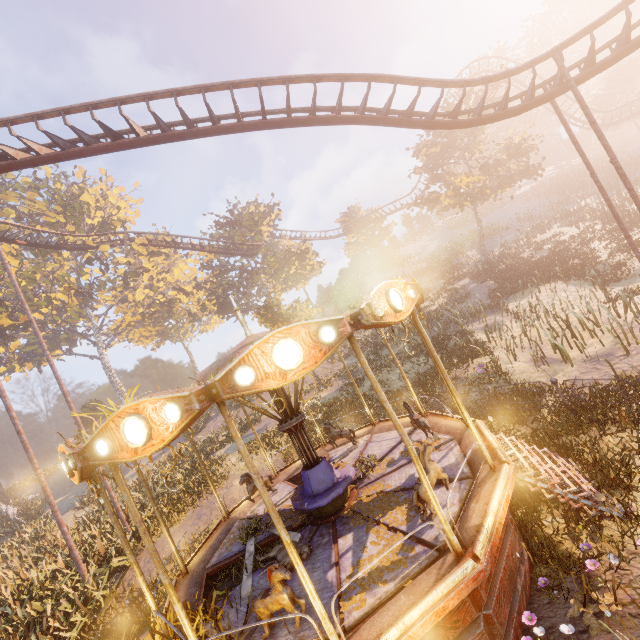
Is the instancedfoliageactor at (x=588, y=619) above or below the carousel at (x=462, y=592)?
below

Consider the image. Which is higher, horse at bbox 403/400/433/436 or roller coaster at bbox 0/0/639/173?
roller coaster at bbox 0/0/639/173

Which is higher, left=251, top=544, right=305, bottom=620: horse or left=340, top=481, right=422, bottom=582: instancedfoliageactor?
left=251, top=544, right=305, bottom=620: horse

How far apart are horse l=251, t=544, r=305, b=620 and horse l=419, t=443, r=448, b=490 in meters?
2.2 m

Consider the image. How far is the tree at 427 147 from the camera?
27.1 meters

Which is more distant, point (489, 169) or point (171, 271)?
point (171, 271)

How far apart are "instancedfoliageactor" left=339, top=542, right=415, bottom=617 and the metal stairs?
1.59m

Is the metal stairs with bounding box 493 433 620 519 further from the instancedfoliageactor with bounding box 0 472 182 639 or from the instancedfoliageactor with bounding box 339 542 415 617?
the instancedfoliageactor with bounding box 339 542 415 617
